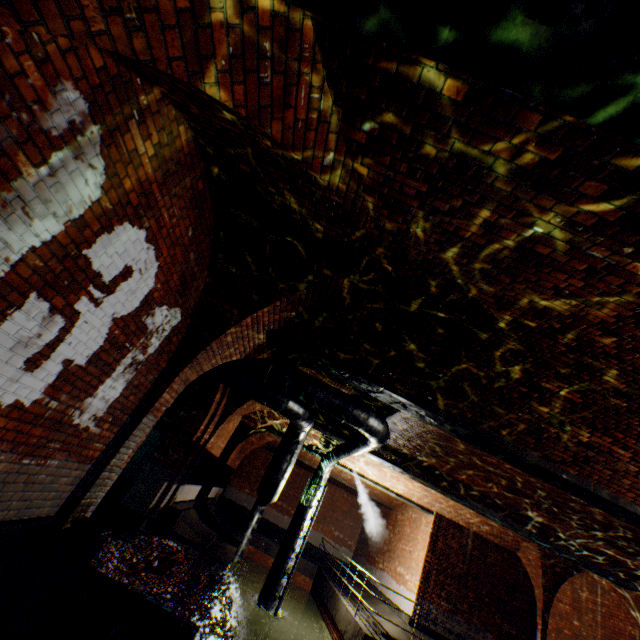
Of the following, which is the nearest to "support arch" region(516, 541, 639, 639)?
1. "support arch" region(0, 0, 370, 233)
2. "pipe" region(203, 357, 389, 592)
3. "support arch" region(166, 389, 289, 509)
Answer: "pipe" region(203, 357, 389, 592)

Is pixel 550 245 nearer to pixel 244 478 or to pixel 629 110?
pixel 629 110

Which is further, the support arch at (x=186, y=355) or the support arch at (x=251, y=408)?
the support arch at (x=251, y=408)

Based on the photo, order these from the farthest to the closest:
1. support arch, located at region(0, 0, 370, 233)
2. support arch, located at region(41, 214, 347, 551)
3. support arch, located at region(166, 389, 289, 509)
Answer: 1. support arch, located at region(166, 389, 289, 509)
2. support arch, located at region(41, 214, 347, 551)
3. support arch, located at region(0, 0, 370, 233)

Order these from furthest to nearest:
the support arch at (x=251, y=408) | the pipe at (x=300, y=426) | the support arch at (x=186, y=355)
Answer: the support arch at (x=251, y=408) → the pipe at (x=300, y=426) → the support arch at (x=186, y=355)

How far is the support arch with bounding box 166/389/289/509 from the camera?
9.2 meters

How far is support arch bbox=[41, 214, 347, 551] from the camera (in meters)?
4.39

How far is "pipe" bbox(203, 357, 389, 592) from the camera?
7.2 meters
